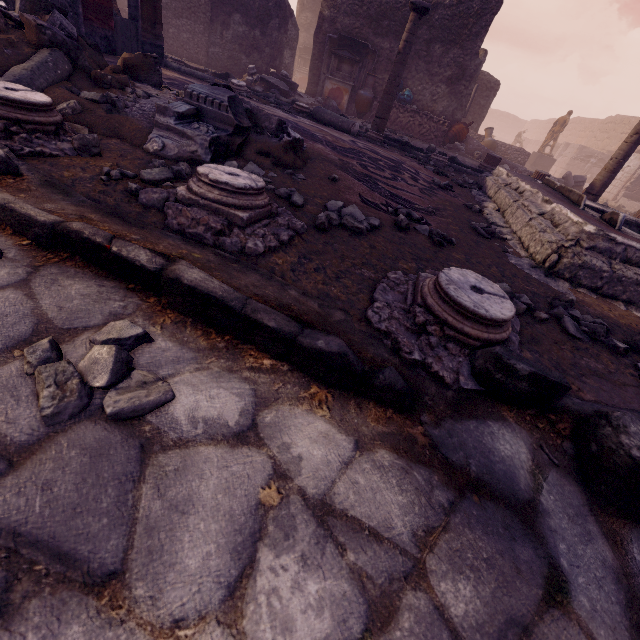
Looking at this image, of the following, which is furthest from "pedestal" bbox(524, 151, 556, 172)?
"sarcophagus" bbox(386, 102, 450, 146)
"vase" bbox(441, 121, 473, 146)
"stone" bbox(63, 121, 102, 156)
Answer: "stone" bbox(63, 121, 102, 156)

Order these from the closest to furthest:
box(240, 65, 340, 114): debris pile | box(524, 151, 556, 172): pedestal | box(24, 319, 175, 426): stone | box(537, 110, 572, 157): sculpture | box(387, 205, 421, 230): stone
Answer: box(24, 319, 175, 426): stone, box(387, 205, 421, 230): stone, box(240, 65, 340, 114): debris pile, box(537, 110, 572, 157): sculpture, box(524, 151, 556, 172): pedestal

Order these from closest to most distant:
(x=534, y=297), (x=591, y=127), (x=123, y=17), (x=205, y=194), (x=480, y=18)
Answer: (x=205, y=194), (x=534, y=297), (x=480, y=18), (x=123, y=17), (x=591, y=127)

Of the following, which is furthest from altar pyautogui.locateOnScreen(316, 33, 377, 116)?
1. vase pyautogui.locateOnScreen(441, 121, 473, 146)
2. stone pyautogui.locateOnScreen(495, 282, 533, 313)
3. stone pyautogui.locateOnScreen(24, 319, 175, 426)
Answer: stone pyautogui.locateOnScreen(24, 319, 175, 426)

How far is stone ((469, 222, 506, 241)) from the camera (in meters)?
3.15

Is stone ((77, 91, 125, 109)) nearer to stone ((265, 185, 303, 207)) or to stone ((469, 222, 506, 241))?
stone ((265, 185, 303, 207))

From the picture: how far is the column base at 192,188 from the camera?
1.6m

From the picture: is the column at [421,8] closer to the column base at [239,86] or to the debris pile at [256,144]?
the column base at [239,86]
